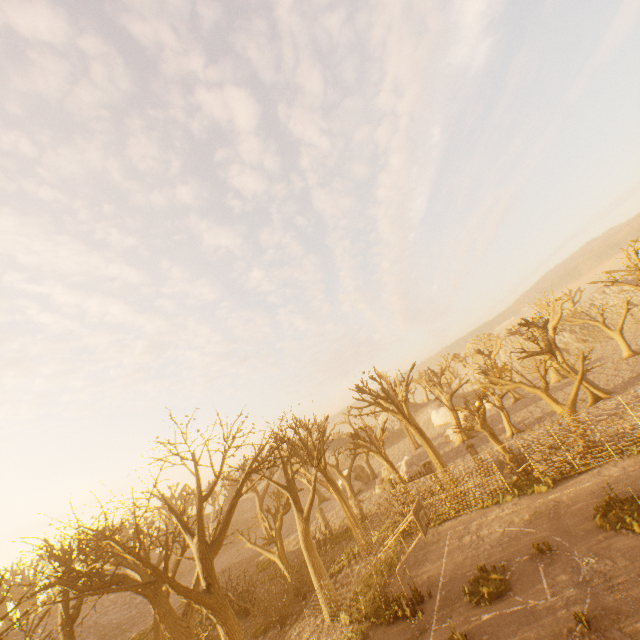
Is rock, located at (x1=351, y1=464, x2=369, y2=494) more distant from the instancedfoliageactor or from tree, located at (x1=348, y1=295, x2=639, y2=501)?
the instancedfoliageactor

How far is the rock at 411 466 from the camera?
35.2m

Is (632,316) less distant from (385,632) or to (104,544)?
(385,632)

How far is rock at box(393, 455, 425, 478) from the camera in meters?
35.2

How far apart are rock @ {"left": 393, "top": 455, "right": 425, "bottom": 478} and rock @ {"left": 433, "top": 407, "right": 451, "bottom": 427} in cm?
2257

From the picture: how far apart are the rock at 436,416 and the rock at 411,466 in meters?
22.6 m

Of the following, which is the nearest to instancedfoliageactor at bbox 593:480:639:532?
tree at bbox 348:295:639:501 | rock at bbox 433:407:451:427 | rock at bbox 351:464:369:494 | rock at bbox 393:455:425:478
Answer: tree at bbox 348:295:639:501

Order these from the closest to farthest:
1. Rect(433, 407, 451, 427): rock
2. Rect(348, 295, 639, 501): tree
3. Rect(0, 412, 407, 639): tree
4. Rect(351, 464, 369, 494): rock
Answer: Rect(0, 412, 407, 639): tree
Rect(348, 295, 639, 501): tree
Rect(351, 464, 369, 494): rock
Rect(433, 407, 451, 427): rock
